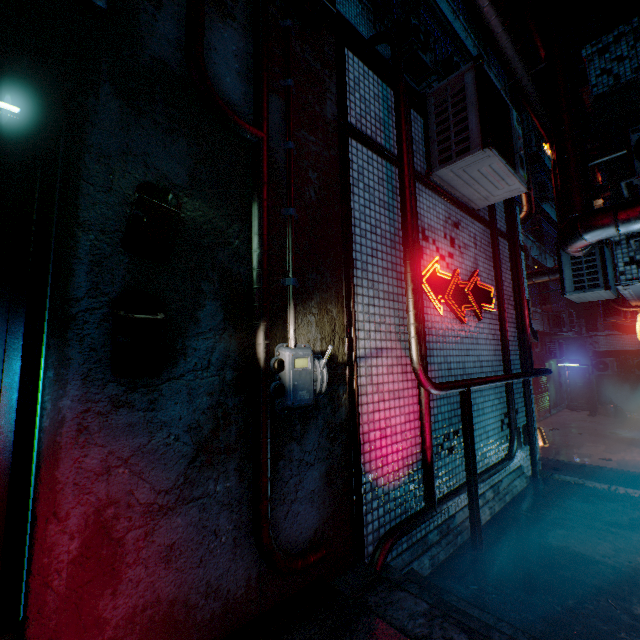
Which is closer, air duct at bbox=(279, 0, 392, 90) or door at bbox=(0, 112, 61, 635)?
door at bbox=(0, 112, 61, 635)

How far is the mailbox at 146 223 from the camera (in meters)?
1.36

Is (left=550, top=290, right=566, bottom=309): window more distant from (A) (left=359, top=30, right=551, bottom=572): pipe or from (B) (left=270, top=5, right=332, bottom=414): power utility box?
(B) (left=270, top=5, right=332, bottom=414): power utility box

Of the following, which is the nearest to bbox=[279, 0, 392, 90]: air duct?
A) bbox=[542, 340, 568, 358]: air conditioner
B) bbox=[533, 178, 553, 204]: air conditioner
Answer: bbox=[533, 178, 553, 204]: air conditioner

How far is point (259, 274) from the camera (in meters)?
1.74

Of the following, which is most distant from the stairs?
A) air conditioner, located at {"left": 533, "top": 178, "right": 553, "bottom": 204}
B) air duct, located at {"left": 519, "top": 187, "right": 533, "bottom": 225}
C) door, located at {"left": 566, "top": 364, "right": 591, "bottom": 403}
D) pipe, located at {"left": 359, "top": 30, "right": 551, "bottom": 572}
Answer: door, located at {"left": 566, "top": 364, "right": 591, "bottom": 403}

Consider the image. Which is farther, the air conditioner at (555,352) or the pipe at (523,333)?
the air conditioner at (555,352)

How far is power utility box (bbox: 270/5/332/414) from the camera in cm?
180
